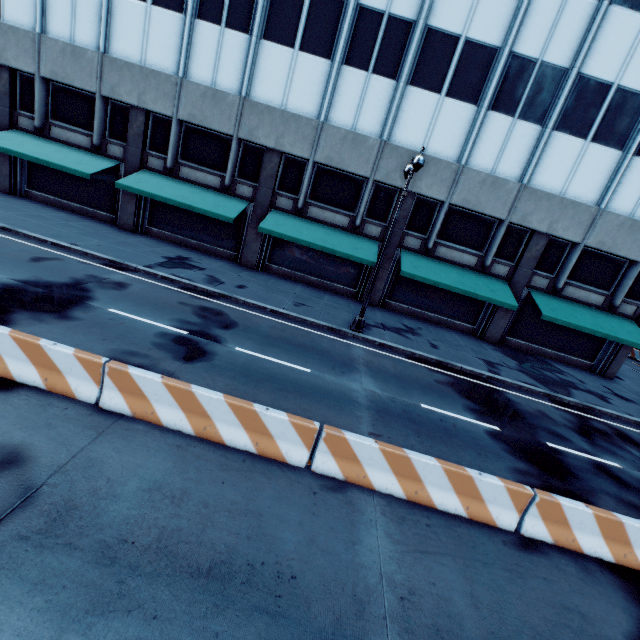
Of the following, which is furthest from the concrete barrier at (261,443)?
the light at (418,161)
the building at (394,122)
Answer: the building at (394,122)

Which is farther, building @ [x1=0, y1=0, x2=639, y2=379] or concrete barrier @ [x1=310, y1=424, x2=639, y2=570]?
building @ [x1=0, y1=0, x2=639, y2=379]

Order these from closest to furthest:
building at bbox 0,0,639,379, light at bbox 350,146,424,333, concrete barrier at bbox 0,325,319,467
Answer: concrete barrier at bbox 0,325,319,467
light at bbox 350,146,424,333
building at bbox 0,0,639,379

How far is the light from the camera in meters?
11.5

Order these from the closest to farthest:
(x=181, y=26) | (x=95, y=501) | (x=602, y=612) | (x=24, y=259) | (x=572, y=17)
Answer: (x=95, y=501) < (x=602, y=612) < (x=24, y=259) < (x=572, y=17) < (x=181, y=26)

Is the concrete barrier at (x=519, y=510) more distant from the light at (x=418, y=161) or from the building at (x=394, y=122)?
the building at (x=394, y=122)

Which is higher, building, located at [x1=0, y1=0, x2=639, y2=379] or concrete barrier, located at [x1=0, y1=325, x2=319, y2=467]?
building, located at [x1=0, y1=0, x2=639, y2=379]
